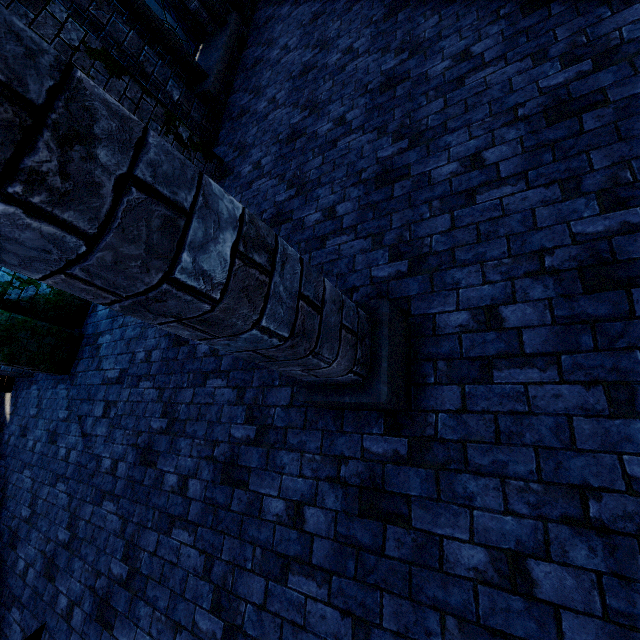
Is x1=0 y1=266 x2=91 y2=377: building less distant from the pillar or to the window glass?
the pillar

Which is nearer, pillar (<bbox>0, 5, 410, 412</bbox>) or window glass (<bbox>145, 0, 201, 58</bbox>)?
pillar (<bbox>0, 5, 410, 412</bbox>)

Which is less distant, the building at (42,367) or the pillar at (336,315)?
the pillar at (336,315)

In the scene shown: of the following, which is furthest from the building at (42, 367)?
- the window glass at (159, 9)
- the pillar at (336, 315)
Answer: the window glass at (159, 9)

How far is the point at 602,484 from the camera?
1.7 meters

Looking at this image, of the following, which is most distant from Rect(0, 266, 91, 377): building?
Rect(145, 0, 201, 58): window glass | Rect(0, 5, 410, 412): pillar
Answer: Rect(145, 0, 201, 58): window glass

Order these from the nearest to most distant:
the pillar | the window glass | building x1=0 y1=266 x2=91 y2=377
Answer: the pillar < building x1=0 y1=266 x2=91 y2=377 < the window glass
